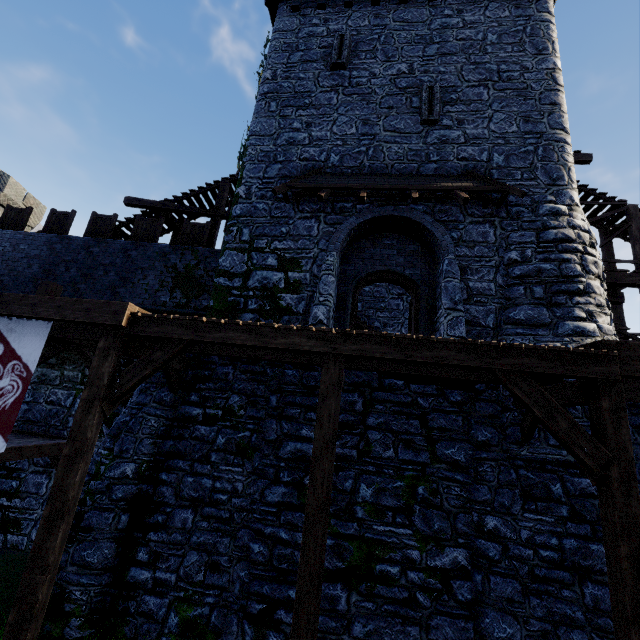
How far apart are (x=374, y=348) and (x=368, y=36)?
12.2m

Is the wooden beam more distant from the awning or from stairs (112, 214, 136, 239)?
the awning

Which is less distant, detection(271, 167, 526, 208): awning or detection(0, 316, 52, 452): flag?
detection(0, 316, 52, 452): flag

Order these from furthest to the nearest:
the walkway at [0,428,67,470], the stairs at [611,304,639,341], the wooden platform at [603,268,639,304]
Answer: the stairs at [611,304,639,341], the wooden platform at [603,268,639,304], the walkway at [0,428,67,470]

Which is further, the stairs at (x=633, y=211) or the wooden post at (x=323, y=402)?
the stairs at (x=633, y=211)

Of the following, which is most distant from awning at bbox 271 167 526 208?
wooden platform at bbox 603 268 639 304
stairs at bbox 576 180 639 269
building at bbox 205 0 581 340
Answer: stairs at bbox 576 180 639 269

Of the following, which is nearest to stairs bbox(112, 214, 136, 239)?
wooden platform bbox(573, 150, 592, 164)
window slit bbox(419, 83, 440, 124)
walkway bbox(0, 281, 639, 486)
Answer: walkway bbox(0, 281, 639, 486)

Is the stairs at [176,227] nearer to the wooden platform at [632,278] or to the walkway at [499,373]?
the walkway at [499,373]
